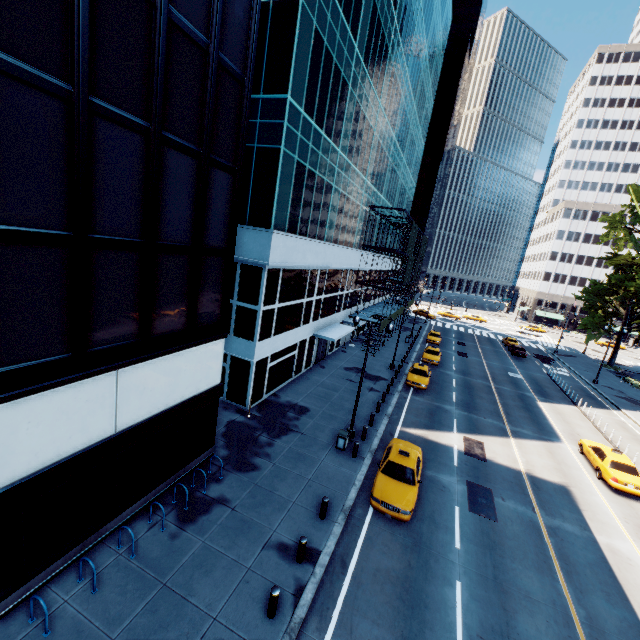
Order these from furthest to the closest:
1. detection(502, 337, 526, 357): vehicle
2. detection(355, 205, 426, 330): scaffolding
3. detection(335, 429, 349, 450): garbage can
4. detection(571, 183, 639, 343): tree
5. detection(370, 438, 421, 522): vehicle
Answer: detection(502, 337, 526, 357): vehicle
detection(571, 183, 639, 343): tree
detection(355, 205, 426, 330): scaffolding
detection(335, 429, 349, 450): garbage can
detection(370, 438, 421, 522): vehicle

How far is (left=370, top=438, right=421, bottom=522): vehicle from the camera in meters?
13.4

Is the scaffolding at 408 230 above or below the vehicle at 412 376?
above

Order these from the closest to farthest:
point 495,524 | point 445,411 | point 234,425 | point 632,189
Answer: point 495,524 → point 234,425 → point 445,411 → point 632,189

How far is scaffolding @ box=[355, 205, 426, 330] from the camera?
34.0m

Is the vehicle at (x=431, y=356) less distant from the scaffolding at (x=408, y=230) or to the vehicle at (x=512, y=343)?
the scaffolding at (x=408, y=230)

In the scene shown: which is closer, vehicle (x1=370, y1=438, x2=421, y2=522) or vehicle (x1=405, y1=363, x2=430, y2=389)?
vehicle (x1=370, y1=438, x2=421, y2=522)

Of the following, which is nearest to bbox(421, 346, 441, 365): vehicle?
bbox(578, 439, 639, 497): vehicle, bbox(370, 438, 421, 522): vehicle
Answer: bbox(578, 439, 639, 497): vehicle
